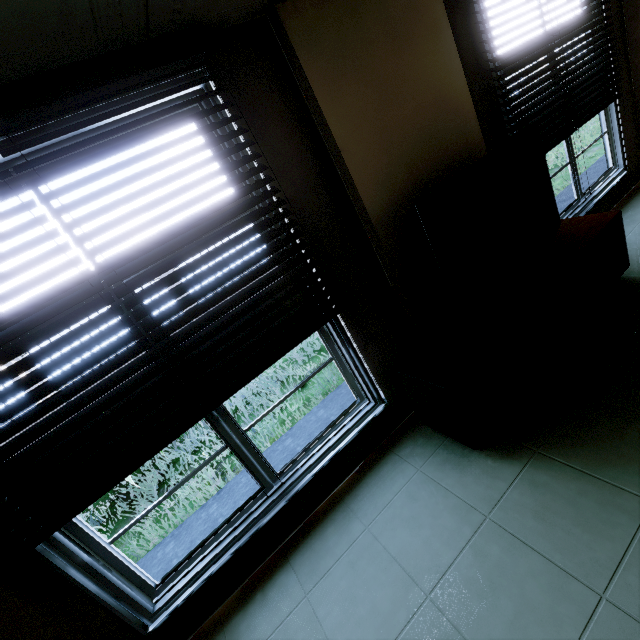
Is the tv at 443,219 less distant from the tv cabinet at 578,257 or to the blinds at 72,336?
the tv cabinet at 578,257

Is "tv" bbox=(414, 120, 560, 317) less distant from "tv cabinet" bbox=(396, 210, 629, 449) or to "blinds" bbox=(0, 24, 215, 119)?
"tv cabinet" bbox=(396, 210, 629, 449)

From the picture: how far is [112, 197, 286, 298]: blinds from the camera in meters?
1.6 m

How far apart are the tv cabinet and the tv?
0.0 meters

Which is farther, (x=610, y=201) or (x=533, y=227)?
(x=610, y=201)

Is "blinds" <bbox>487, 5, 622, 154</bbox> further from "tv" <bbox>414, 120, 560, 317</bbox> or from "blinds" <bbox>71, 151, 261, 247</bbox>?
"blinds" <bbox>71, 151, 261, 247</bbox>

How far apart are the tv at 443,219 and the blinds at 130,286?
0.7 meters
